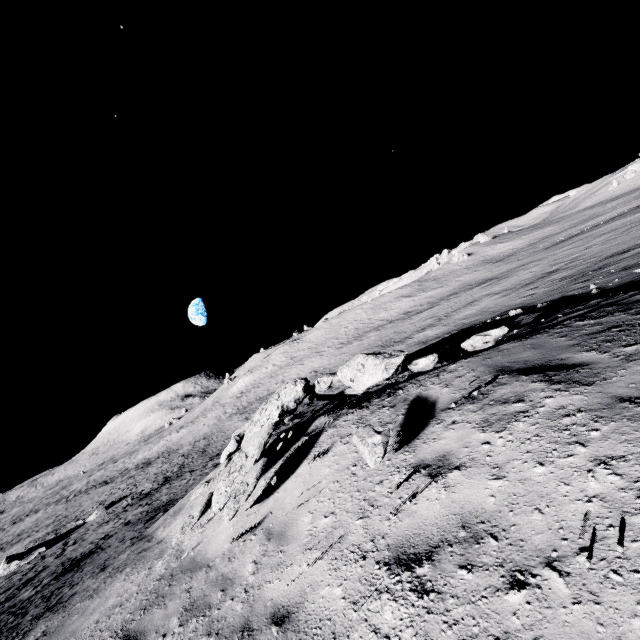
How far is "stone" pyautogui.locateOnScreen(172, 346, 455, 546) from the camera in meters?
5.6

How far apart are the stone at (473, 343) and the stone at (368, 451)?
2.26m

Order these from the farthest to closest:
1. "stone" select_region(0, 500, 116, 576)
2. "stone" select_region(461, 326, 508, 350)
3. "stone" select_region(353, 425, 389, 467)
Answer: "stone" select_region(0, 500, 116, 576), "stone" select_region(461, 326, 508, 350), "stone" select_region(353, 425, 389, 467)

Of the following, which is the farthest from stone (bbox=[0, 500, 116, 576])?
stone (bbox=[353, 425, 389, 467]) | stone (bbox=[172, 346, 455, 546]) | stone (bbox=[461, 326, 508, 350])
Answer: stone (bbox=[461, 326, 508, 350])

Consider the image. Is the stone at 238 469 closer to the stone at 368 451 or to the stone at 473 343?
the stone at 473 343

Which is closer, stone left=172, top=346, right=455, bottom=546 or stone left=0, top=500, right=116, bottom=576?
stone left=172, top=346, right=455, bottom=546

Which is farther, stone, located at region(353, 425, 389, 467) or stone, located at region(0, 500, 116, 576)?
stone, located at region(0, 500, 116, 576)

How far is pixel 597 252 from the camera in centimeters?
3275cm
